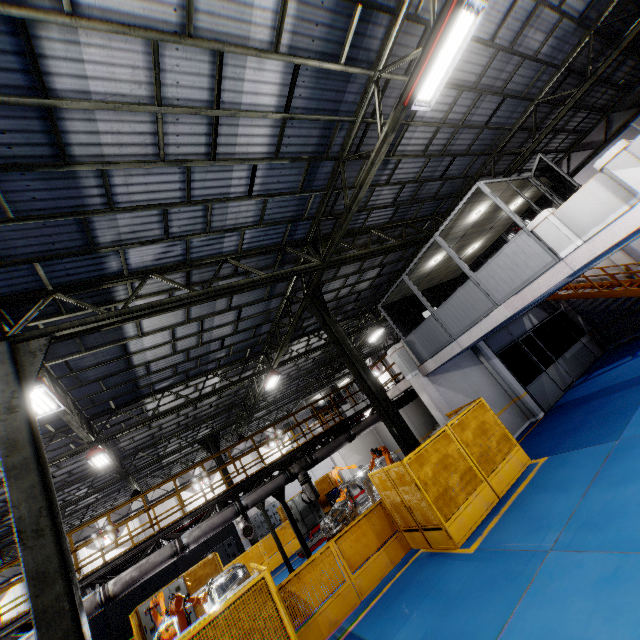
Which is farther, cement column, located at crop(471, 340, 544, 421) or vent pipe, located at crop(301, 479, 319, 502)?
cement column, located at crop(471, 340, 544, 421)

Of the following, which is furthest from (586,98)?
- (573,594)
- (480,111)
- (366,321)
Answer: (573,594)

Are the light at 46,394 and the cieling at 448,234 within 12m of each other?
yes

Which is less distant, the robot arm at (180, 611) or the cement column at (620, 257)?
the robot arm at (180, 611)

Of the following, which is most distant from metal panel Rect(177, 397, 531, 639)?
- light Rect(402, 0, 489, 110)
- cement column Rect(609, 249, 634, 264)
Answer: cement column Rect(609, 249, 634, 264)

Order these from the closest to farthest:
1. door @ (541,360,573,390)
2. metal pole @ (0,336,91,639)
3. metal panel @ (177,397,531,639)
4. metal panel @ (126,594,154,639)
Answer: metal pole @ (0,336,91,639), metal panel @ (177,397,531,639), metal panel @ (126,594,154,639), door @ (541,360,573,390)

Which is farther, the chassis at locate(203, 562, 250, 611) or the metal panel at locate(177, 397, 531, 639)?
the chassis at locate(203, 562, 250, 611)

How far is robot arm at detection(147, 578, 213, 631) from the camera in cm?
866
